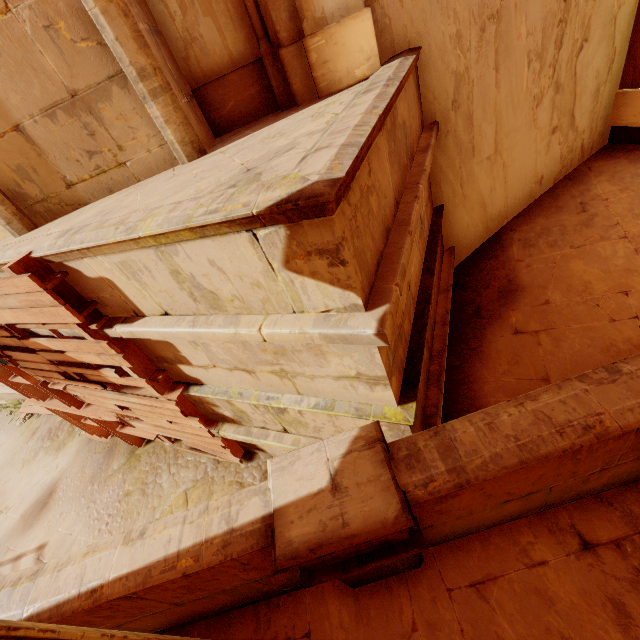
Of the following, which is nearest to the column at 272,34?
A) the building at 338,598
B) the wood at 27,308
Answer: the building at 338,598

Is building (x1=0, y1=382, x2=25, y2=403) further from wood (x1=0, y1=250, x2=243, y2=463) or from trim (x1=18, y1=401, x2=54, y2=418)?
trim (x1=18, y1=401, x2=54, y2=418)

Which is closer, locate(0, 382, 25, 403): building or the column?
the column

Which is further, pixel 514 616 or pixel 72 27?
pixel 72 27

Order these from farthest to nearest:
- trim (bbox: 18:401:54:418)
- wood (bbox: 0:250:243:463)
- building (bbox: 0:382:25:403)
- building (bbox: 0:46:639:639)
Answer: building (bbox: 0:382:25:403)
trim (bbox: 18:401:54:418)
wood (bbox: 0:250:243:463)
building (bbox: 0:46:639:639)

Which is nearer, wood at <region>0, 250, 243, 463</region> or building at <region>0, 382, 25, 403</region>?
wood at <region>0, 250, 243, 463</region>

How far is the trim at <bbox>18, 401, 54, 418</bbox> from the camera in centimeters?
1028cm

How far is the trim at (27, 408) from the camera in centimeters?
1028cm
